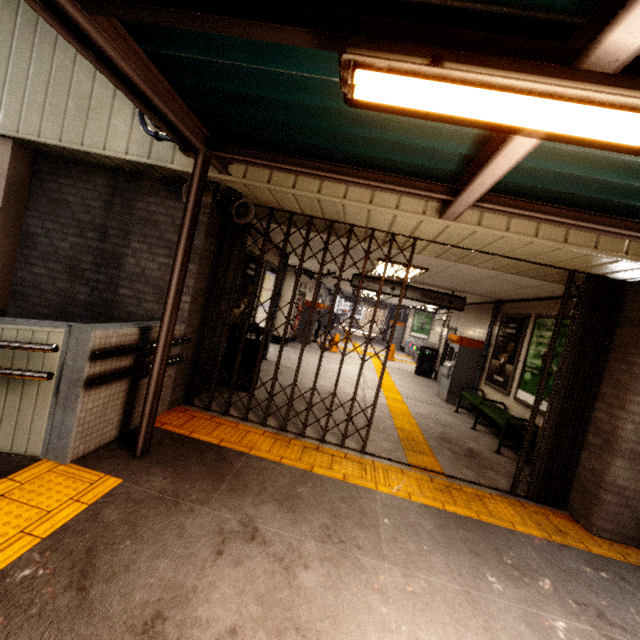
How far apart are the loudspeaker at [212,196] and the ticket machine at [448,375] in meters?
6.8 m

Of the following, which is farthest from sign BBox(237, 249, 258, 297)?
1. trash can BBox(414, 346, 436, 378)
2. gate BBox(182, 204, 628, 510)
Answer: trash can BBox(414, 346, 436, 378)

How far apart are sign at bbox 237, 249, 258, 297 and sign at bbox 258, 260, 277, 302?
0.2 meters

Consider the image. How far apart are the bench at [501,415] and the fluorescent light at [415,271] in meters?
2.9 m

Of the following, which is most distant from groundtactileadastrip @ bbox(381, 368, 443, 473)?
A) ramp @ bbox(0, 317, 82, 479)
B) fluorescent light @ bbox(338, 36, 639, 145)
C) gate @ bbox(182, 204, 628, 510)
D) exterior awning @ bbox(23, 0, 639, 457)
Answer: fluorescent light @ bbox(338, 36, 639, 145)

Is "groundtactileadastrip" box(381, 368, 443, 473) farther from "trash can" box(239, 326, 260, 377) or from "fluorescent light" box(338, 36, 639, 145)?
"fluorescent light" box(338, 36, 639, 145)

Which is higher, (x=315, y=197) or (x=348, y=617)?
(x=315, y=197)

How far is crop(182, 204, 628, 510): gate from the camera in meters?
4.0
